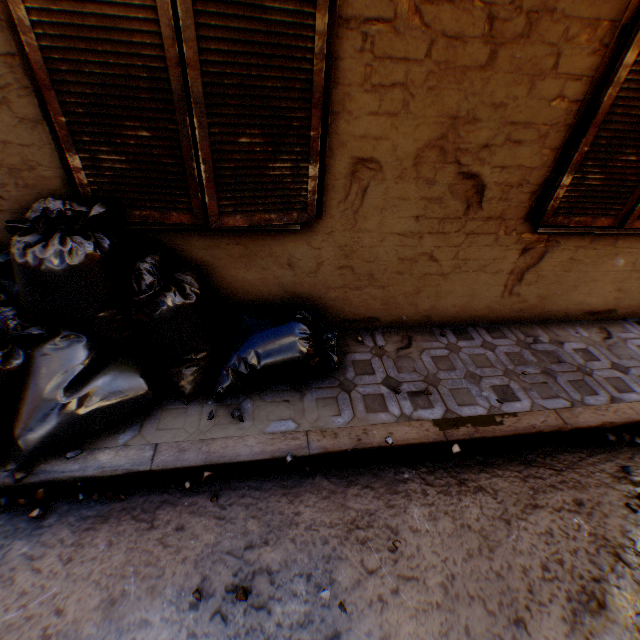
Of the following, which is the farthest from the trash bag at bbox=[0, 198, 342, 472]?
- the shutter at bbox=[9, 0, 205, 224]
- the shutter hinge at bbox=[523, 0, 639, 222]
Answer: the shutter hinge at bbox=[523, 0, 639, 222]

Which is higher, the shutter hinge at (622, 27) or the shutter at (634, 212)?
the shutter hinge at (622, 27)

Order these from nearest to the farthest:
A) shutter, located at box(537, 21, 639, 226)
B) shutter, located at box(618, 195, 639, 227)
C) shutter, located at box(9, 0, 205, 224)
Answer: shutter, located at box(9, 0, 205, 224) → shutter, located at box(537, 21, 639, 226) → shutter, located at box(618, 195, 639, 227)

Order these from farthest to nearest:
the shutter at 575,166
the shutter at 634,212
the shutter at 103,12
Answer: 1. the shutter at 634,212
2. the shutter at 575,166
3. the shutter at 103,12

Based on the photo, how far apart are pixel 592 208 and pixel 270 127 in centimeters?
292cm

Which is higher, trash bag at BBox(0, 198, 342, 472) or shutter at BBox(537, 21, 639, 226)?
shutter at BBox(537, 21, 639, 226)

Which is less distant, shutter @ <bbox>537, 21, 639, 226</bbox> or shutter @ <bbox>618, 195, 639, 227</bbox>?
shutter @ <bbox>537, 21, 639, 226</bbox>
